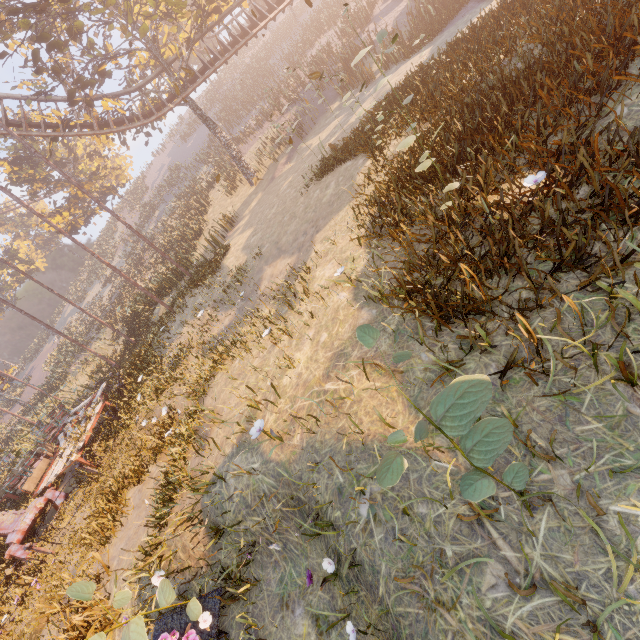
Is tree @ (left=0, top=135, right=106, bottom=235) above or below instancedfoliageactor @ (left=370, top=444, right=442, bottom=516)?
above

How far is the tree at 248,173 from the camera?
20.80m

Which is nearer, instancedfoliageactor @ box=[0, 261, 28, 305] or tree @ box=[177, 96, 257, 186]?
tree @ box=[177, 96, 257, 186]

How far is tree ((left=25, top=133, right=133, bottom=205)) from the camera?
30.05m

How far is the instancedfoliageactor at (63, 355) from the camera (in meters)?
25.11

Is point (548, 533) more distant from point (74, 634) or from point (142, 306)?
point (142, 306)

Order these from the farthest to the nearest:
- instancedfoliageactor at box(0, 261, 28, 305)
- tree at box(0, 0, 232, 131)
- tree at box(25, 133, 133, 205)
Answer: instancedfoliageactor at box(0, 261, 28, 305) < tree at box(25, 133, 133, 205) < tree at box(0, 0, 232, 131)
